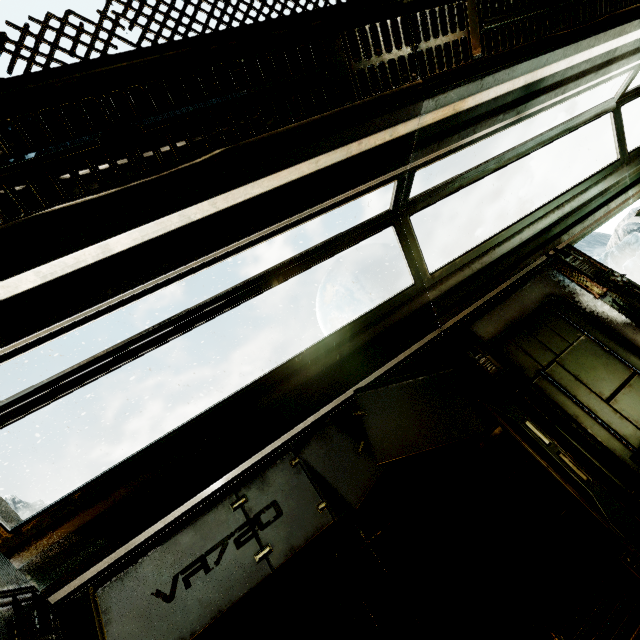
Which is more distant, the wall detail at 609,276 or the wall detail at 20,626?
the wall detail at 609,276

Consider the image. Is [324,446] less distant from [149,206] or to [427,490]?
[427,490]

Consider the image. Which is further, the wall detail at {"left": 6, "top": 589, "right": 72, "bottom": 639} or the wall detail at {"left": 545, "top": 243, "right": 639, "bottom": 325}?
the wall detail at {"left": 545, "top": 243, "right": 639, "bottom": 325}
